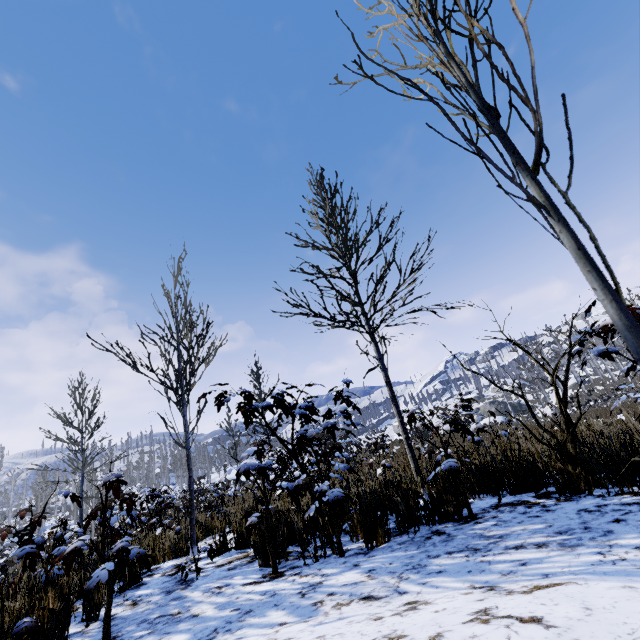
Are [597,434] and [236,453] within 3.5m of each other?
no
